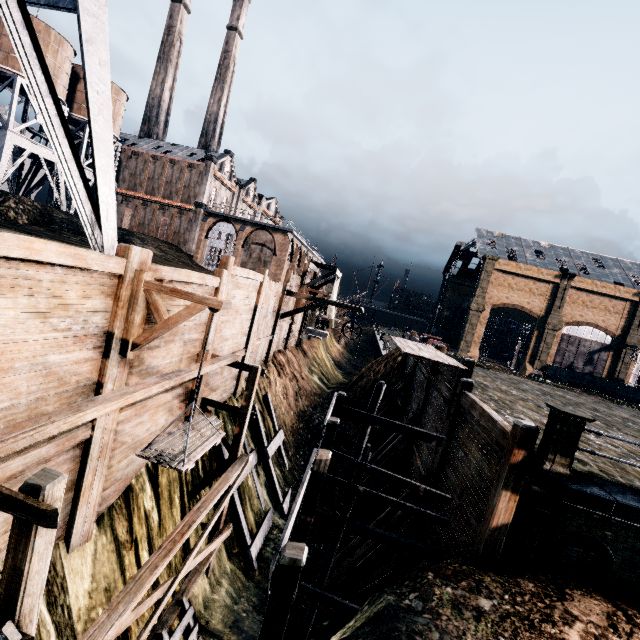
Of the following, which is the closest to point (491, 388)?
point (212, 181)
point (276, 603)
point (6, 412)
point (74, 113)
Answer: point (276, 603)

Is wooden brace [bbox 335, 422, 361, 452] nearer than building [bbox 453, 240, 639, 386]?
Yes

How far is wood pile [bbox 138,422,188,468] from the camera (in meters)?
7.12

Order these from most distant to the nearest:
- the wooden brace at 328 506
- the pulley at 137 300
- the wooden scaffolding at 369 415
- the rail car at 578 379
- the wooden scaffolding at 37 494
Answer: the rail car at 578 379, the wooden brace at 328 506, the pulley at 137 300, the wooden scaffolding at 37 494, the wooden scaffolding at 369 415

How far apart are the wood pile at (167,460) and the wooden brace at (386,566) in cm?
845

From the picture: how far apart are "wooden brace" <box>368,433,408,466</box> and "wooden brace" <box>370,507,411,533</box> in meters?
4.8 m

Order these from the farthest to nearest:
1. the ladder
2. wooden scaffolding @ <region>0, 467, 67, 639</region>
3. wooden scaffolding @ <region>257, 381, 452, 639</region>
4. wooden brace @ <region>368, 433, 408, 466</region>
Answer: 1. wooden brace @ <region>368, 433, 408, 466</region>
2. the ladder
3. wooden scaffolding @ <region>0, 467, 67, 639</region>
4. wooden scaffolding @ <region>257, 381, 452, 639</region>

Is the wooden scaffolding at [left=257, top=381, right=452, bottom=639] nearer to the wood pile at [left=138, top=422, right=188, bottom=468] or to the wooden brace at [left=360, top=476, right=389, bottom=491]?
the wood pile at [left=138, top=422, right=188, bottom=468]
